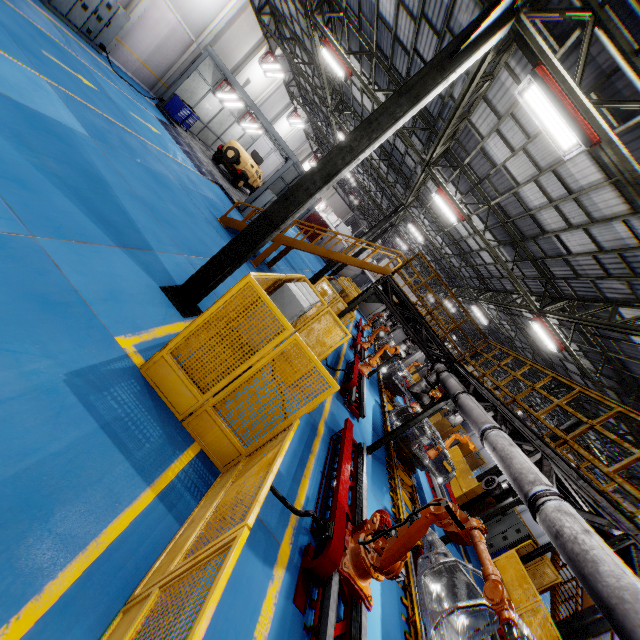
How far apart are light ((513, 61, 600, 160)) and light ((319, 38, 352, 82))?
9.1 meters

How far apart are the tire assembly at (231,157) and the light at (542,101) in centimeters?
1806cm

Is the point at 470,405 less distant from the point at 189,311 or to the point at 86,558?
the point at 189,311

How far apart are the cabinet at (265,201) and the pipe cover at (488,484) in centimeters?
1693cm

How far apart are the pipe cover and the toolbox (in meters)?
23.80

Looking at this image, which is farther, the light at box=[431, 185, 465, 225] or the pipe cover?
the light at box=[431, 185, 465, 225]

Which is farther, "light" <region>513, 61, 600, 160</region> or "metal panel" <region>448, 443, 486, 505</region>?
"metal panel" <region>448, 443, 486, 505</region>

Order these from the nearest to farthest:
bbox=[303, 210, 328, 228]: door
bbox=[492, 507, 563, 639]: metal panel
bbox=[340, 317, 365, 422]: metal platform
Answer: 1. bbox=[492, 507, 563, 639]: metal panel
2. bbox=[340, 317, 365, 422]: metal platform
3. bbox=[303, 210, 328, 228]: door
